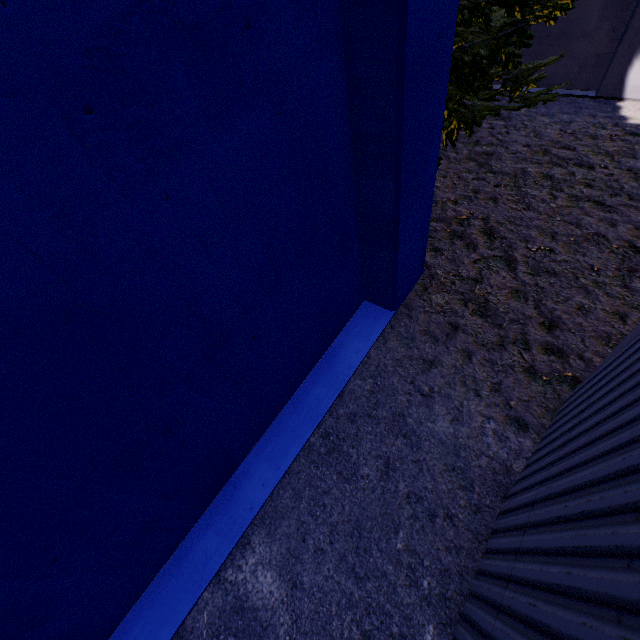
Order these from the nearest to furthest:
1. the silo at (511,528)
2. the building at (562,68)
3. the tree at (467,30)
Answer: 1. the silo at (511,528)
2. the tree at (467,30)
3. the building at (562,68)

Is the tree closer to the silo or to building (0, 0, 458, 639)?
building (0, 0, 458, 639)

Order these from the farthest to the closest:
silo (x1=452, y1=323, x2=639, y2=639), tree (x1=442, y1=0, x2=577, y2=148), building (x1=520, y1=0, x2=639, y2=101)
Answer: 1. building (x1=520, y1=0, x2=639, y2=101)
2. tree (x1=442, y1=0, x2=577, y2=148)
3. silo (x1=452, y1=323, x2=639, y2=639)

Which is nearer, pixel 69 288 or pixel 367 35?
pixel 69 288

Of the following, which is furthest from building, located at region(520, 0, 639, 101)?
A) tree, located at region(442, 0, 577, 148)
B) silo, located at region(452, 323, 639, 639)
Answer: silo, located at region(452, 323, 639, 639)

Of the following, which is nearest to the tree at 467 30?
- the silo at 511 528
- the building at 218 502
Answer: the building at 218 502
